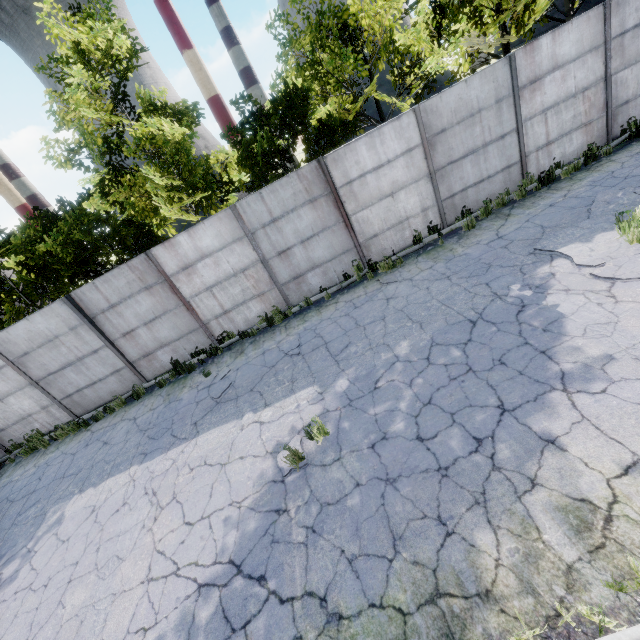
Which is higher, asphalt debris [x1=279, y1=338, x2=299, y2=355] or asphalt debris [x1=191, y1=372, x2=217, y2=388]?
asphalt debris [x1=191, y1=372, x2=217, y2=388]

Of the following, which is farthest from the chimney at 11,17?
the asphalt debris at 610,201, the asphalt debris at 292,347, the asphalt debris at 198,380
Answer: the asphalt debris at 610,201

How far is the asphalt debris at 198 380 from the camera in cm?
939

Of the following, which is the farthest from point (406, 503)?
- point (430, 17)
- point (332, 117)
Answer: point (430, 17)

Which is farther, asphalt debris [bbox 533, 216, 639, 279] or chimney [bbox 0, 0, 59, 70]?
chimney [bbox 0, 0, 59, 70]

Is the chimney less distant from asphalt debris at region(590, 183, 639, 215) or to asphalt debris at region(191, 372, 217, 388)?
asphalt debris at region(191, 372, 217, 388)

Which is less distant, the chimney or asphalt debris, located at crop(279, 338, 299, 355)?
Result: asphalt debris, located at crop(279, 338, 299, 355)

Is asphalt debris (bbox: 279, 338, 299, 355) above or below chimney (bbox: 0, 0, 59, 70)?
below
